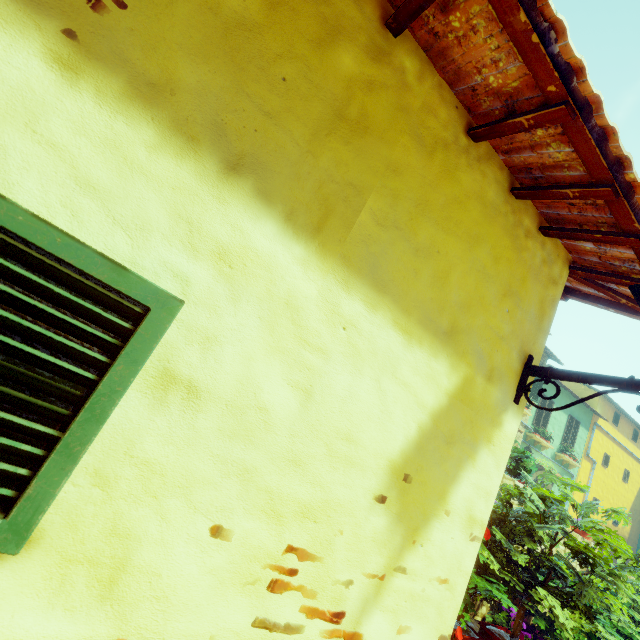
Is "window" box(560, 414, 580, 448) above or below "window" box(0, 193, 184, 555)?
above

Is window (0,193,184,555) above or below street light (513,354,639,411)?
below

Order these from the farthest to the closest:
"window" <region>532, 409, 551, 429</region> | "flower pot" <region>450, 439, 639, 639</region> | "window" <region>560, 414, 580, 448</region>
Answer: "window" <region>560, 414, 580, 448</region> < "window" <region>532, 409, 551, 429</region> < "flower pot" <region>450, 439, 639, 639</region>

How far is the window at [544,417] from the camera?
15.7m

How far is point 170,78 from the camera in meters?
1.0

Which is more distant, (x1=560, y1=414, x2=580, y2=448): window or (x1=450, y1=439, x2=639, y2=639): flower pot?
(x1=560, y1=414, x2=580, y2=448): window

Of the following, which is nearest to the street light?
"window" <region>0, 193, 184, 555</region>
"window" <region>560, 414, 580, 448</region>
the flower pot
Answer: "window" <region>0, 193, 184, 555</region>

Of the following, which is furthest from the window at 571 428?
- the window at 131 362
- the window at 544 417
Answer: the window at 131 362
